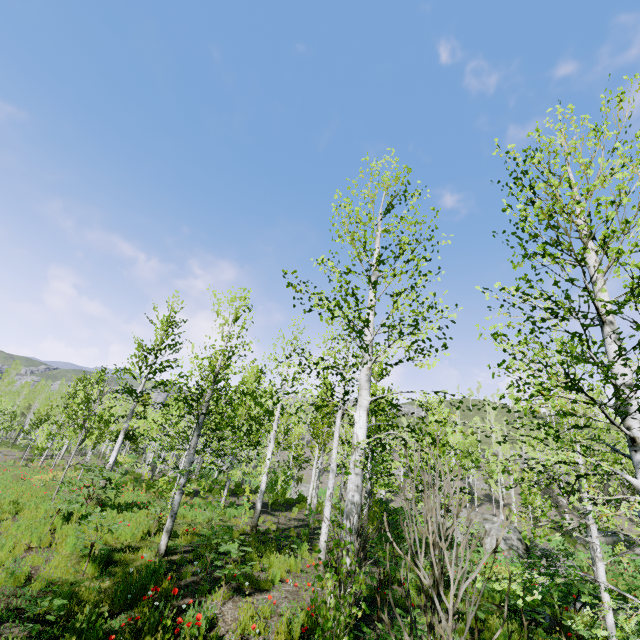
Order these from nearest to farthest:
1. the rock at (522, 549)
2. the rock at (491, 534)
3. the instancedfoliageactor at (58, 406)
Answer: the instancedfoliageactor at (58, 406) < the rock at (522, 549) < the rock at (491, 534)

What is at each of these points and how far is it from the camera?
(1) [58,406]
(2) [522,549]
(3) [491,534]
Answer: (1) instancedfoliageactor, 30.9 meters
(2) rock, 18.9 meters
(3) rock, 20.0 meters

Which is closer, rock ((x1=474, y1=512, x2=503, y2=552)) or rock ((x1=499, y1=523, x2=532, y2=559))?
rock ((x1=499, y1=523, x2=532, y2=559))

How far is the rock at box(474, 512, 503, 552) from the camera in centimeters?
1951cm

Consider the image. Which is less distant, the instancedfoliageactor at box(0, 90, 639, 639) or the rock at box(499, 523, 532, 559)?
the instancedfoliageactor at box(0, 90, 639, 639)

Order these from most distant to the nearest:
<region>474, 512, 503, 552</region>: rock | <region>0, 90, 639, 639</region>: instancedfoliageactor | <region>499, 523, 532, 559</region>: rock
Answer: <region>474, 512, 503, 552</region>: rock < <region>499, 523, 532, 559</region>: rock < <region>0, 90, 639, 639</region>: instancedfoliageactor

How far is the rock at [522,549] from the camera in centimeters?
1859cm
